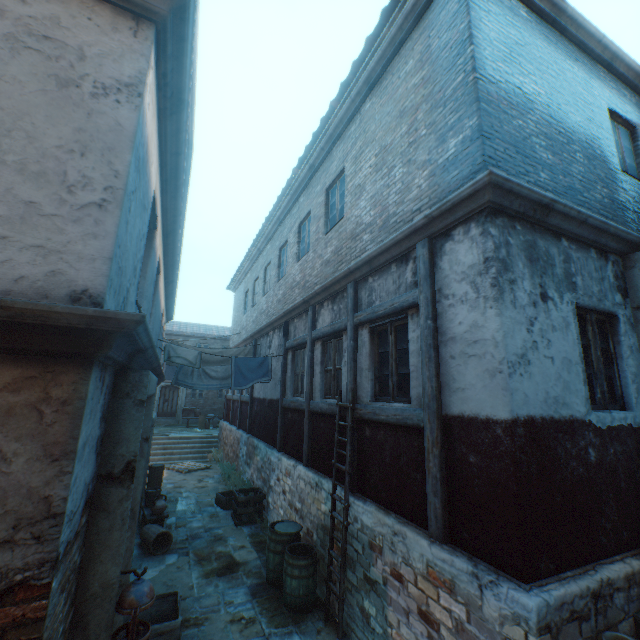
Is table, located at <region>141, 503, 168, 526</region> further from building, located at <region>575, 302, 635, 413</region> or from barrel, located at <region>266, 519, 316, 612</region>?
barrel, located at <region>266, 519, 316, 612</region>

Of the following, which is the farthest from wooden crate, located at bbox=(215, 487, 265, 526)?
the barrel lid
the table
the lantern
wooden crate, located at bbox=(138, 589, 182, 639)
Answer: the lantern

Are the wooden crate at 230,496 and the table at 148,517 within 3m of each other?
yes

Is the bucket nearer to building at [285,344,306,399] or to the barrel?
building at [285,344,306,399]

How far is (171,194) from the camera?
4.66m

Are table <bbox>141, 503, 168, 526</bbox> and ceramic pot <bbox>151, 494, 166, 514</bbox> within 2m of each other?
yes

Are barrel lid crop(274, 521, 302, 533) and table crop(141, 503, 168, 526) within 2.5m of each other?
no

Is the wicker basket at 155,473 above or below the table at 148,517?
above
